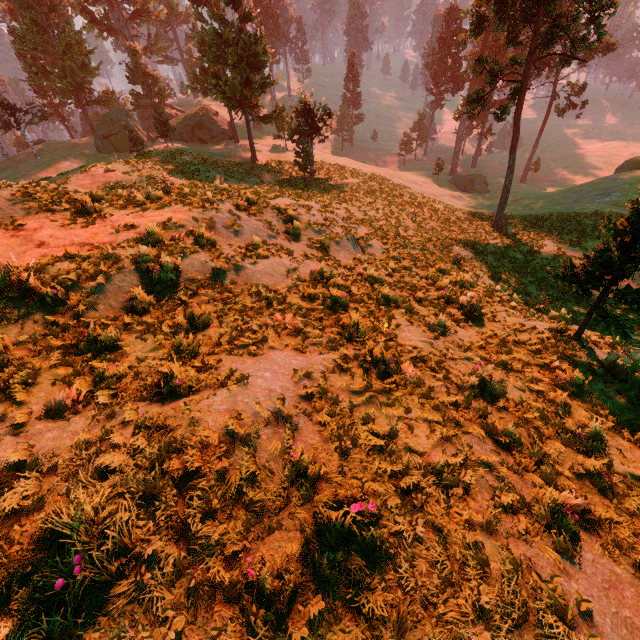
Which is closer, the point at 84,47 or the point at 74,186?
the point at 74,186

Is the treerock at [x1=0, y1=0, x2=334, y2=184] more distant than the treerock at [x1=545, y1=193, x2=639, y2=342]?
Yes

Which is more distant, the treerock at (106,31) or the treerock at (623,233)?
the treerock at (106,31)

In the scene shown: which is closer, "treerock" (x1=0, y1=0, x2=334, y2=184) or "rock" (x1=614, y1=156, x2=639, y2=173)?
"treerock" (x1=0, y1=0, x2=334, y2=184)

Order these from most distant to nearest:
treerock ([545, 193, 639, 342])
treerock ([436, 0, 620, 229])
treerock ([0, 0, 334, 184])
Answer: treerock ([0, 0, 334, 184])
treerock ([436, 0, 620, 229])
treerock ([545, 193, 639, 342])

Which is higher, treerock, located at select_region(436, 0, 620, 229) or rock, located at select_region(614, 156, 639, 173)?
treerock, located at select_region(436, 0, 620, 229)

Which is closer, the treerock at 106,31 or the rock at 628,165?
the treerock at 106,31
